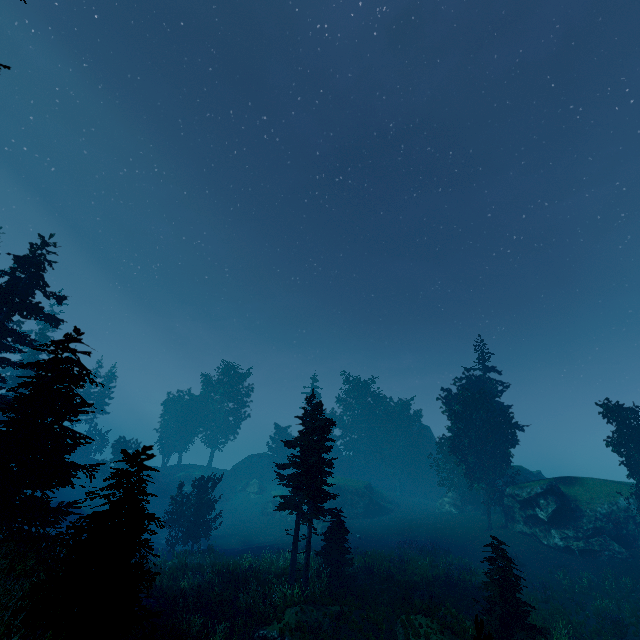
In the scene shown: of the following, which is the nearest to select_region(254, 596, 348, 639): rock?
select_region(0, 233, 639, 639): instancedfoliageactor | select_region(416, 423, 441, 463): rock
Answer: select_region(0, 233, 639, 639): instancedfoliageactor

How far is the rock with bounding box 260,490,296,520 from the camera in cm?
4265

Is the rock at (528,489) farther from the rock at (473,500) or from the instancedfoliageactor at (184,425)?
the rock at (473,500)

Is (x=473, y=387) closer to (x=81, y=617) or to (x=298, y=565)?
(x=298, y=565)

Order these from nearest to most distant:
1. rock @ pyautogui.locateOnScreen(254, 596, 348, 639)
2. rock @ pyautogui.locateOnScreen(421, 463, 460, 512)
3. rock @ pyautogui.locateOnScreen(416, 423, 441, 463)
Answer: rock @ pyautogui.locateOnScreen(254, 596, 348, 639) < rock @ pyautogui.locateOnScreen(421, 463, 460, 512) < rock @ pyautogui.locateOnScreen(416, 423, 441, 463)

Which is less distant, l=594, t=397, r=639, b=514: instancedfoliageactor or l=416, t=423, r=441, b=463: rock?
l=594, t=397, r=639, b=514: instancedfoliageactor

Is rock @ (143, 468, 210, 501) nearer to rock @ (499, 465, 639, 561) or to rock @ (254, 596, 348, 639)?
rock @ (499, 465, 639, 561)

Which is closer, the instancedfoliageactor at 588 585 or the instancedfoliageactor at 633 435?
the instancedfoliageactor at 588 585
